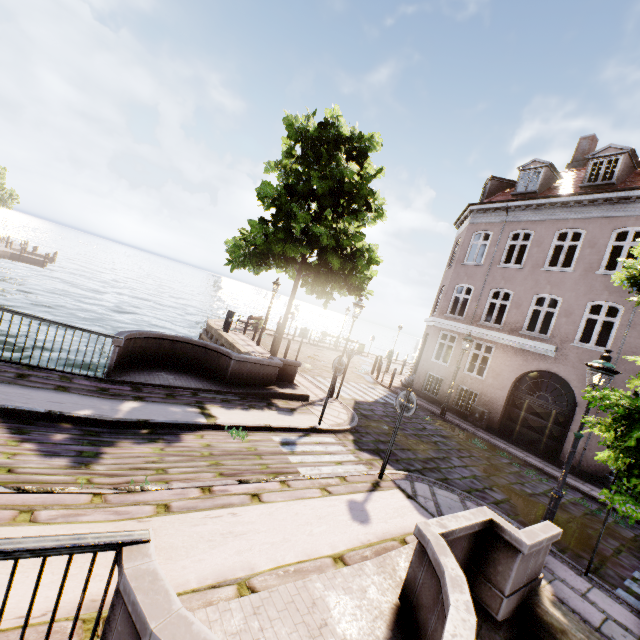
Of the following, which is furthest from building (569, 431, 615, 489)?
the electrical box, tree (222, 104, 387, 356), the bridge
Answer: the bridge

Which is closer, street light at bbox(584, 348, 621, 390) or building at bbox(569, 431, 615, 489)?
street light at bbox(584, 348, 621, 390)

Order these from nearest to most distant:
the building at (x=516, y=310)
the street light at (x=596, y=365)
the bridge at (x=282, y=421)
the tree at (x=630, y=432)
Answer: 1. the bridge at (x=282, y=421)
2. the tree at (x=630, y=432)
3. the street light at (x=596, y=365)
4. the building at (x=516, y=310)

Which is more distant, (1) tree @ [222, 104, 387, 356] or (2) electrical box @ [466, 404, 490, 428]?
(2) electrical box @ [466, 404, 490, 428]

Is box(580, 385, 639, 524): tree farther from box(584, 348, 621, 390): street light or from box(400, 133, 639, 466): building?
box(400, 133, 639, 466): building

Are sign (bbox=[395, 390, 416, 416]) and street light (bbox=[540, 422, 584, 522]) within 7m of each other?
yes

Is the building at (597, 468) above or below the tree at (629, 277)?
below

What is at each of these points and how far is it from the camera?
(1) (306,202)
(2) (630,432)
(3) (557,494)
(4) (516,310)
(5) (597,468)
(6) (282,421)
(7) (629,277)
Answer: A:
(1) tree, 12.2m
(2) tree, 3.6m
(3) street light, 5.9m
(4) building, 14.9m
(5) building, 11.8m
(6) bridge, 8.1m
(7) tree, 5.0m
